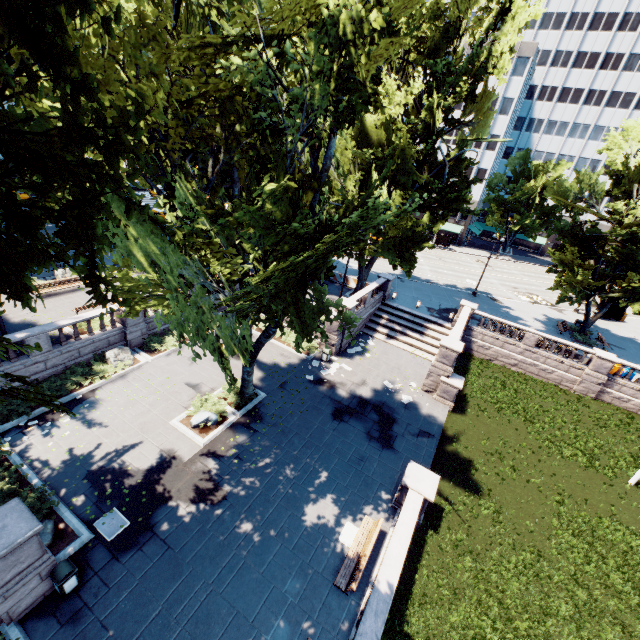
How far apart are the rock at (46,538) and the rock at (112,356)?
8.9 meters

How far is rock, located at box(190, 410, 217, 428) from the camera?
16.5 meters

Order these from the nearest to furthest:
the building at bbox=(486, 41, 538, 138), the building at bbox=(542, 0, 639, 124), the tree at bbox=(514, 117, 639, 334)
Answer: the tree at bbox=(514, 117, 639, 334), the building at bbox=(486, 41, 538, 138), the building at bbox=(542, 0, 639, 124)

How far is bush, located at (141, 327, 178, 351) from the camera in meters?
21.4 m

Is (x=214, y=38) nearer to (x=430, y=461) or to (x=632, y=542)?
(x=430, y=461)

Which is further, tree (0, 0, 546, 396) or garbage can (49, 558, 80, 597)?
garbage can (49, 558, 80, 597)

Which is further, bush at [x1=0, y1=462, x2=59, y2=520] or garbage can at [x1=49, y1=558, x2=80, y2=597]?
bush at [x1=0, y1=462, x2=59, y2=520]

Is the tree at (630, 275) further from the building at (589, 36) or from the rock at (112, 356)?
the rock at (112, 356)
